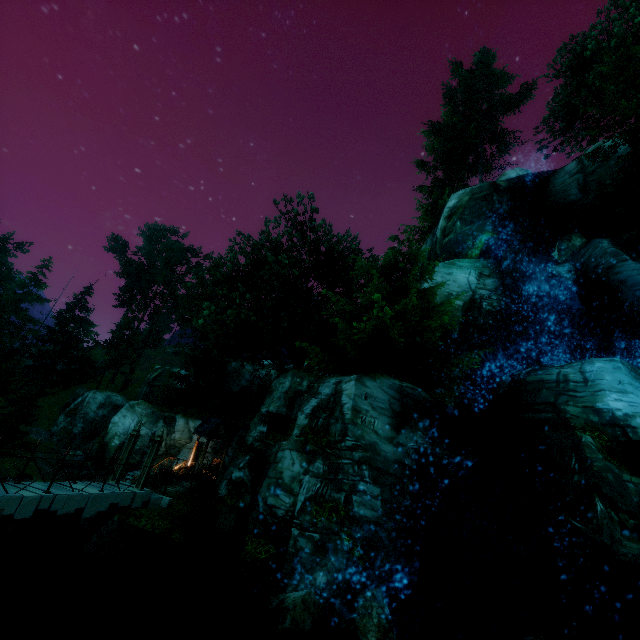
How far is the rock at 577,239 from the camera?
18.6 meters

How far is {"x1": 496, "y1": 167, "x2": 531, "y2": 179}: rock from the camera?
25.81m

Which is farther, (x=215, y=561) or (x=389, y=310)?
(x=389, y=310)

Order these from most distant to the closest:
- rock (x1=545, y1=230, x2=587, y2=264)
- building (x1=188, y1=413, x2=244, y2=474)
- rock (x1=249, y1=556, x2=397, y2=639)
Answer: building (x1=188, y1=413, x2=244, y2=474)
rock (x1=545, y1=230, x2=587, y2=264)
rock (x1=249, y1=556, x2=397, y2=639)

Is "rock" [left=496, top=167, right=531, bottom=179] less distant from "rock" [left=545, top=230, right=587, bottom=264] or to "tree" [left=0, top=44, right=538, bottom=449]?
"tree" [left=0, top=44, right=538, bottom=449]

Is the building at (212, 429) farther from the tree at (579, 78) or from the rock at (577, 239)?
the rock at (577, 239)

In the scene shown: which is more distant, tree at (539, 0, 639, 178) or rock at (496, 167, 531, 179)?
rock at (496, 167, 531, 179)

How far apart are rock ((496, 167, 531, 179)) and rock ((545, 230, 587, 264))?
8.4m
